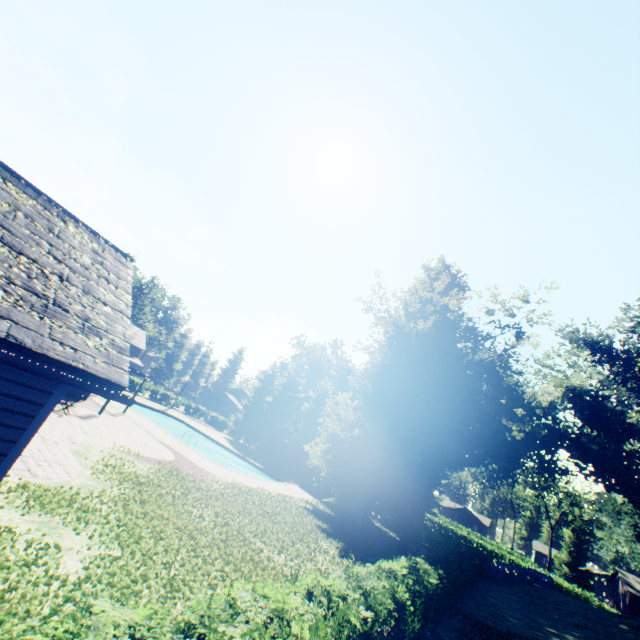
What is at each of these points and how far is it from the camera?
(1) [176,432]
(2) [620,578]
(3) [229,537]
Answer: (1) swimming pool, 38.81m
(2) house, 44.41m
(3) plant, 10.88m

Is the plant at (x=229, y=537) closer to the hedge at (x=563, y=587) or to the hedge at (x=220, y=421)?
the hedge at (x=220, y=421)

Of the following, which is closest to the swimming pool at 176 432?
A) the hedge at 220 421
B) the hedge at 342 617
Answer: the hedge at 220 421

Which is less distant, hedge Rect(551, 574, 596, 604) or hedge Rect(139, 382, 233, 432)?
hedge Rect(551, 574, 596, 604)

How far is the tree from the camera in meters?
39.6 m

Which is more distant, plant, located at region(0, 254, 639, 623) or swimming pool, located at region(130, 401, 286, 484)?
swimming pool, located at region(130, 401, 286, 484)

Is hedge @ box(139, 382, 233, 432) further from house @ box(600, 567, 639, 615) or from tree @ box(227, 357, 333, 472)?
house @ box(600, 567, 639, 615)

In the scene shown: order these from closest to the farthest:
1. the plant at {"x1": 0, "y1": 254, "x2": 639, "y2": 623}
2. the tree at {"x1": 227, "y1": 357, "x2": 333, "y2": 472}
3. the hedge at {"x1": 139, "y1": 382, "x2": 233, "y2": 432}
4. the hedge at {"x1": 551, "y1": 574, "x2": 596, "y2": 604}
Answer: the plant at {"x1": 0, "y1": 254, "x2": 639, "y2": 623}
the hedge at {"x1": 551, "y1": 574, "x2": 596, "y2": 604}
the tree at {"x1": 227, "y1": 357, "x2": 333, "y2": 472}
the hedge at {"x1": 139, "y1": 382, "x2": 233, "y2": 432}
